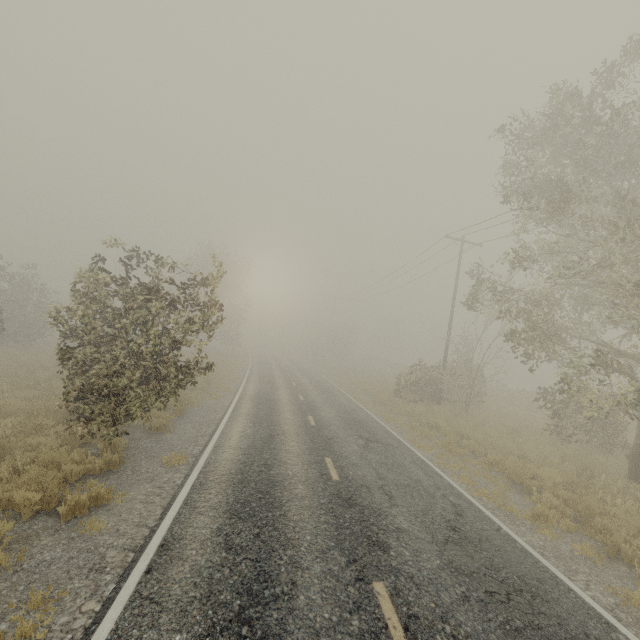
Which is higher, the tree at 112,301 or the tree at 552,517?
the tree at 112,301

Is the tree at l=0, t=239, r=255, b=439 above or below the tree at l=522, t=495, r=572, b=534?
above

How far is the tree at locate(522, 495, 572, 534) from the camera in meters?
7.8 m

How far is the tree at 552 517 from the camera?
7.8m

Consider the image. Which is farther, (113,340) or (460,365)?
(460,365)
